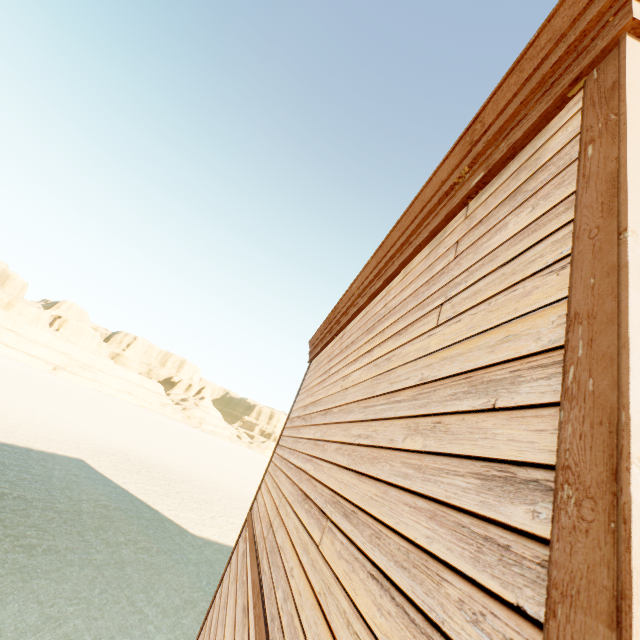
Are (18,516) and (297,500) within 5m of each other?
no
